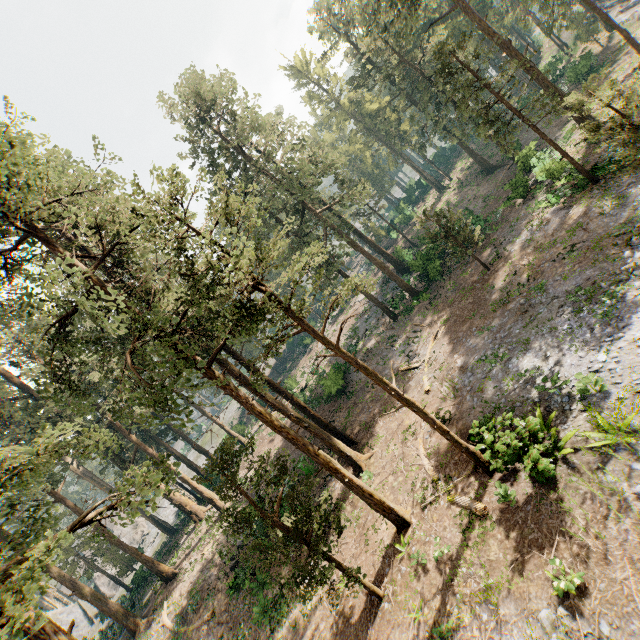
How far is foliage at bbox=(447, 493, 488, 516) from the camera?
12.5 meters

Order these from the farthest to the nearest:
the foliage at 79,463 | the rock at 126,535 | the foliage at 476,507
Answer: the rock at 126,535, the foliage at 476,507, the foliage at 79,463

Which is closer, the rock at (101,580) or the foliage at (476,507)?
the foliage at (476,507)

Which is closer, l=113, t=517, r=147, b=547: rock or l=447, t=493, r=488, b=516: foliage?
l=447, t=493, r=488, b=516: foliage

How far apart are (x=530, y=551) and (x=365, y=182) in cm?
3022

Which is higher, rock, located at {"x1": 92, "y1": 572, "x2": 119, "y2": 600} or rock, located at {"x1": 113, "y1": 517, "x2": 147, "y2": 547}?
rock, located at {"x1": 113, "y1": 517, "x2": 147, "y2": 547}

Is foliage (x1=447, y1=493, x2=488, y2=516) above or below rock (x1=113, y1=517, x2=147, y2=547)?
below

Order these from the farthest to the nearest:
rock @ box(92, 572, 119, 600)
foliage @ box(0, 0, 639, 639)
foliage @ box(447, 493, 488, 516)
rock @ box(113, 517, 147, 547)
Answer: rock @ box(113, 517, 147, 547), rock @ box(92, 572, 119, 600), foliage @ box(447, 493, 488, 516), foliage @ box(0, 0, 639, 639)
